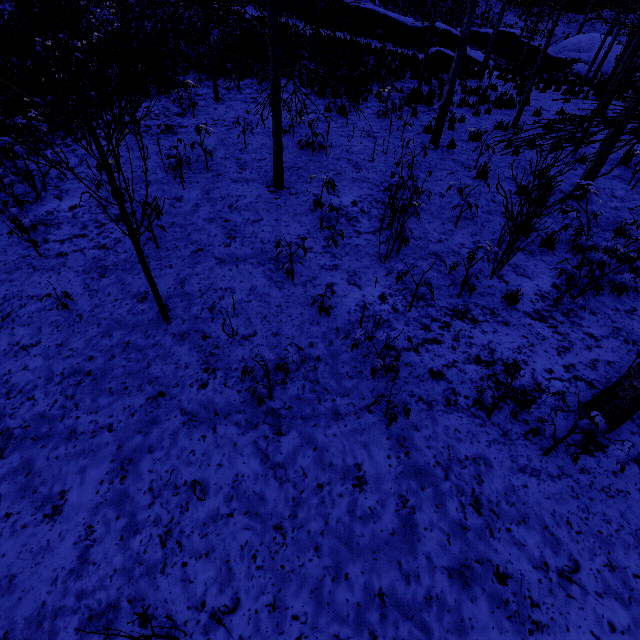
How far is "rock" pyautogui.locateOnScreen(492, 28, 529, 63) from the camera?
27.61m

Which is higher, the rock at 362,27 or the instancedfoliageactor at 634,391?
the rock at 362,27

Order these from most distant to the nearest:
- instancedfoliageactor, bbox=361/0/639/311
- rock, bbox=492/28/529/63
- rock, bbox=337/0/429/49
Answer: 1. rock, bbox=492/28/529/63
2. rock, bbox=337/0/429/49
3. instancedfoliageactor, bbox=361/0/639/311

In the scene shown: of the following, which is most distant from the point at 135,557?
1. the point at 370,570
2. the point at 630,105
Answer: the point at 630,105

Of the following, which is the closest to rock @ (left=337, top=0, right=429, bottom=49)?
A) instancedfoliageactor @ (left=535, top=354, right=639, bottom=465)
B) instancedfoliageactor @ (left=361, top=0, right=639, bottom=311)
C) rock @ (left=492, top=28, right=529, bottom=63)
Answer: rock @ (left=492, top=28, right=529, bottom=63)

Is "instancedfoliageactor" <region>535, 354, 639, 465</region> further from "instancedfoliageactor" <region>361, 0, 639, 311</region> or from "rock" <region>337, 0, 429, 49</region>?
"rock" <region>337, 0, 429, 49</region>

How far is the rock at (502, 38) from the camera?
27.6 meters
